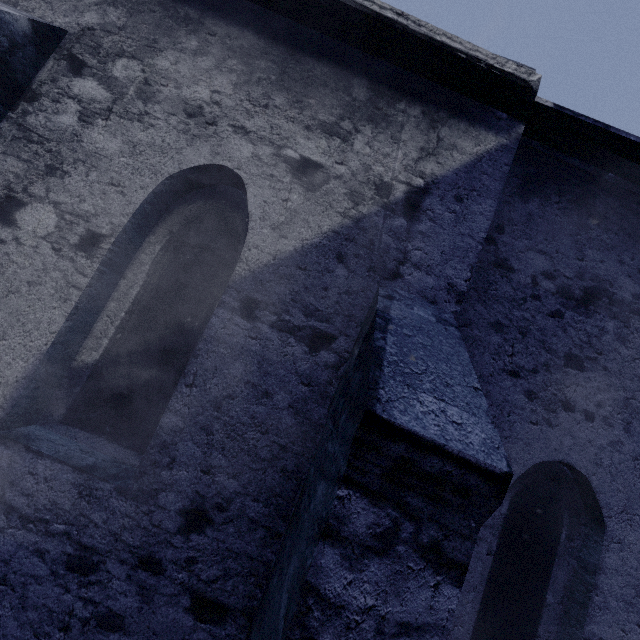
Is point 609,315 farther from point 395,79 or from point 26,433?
point 26,433
